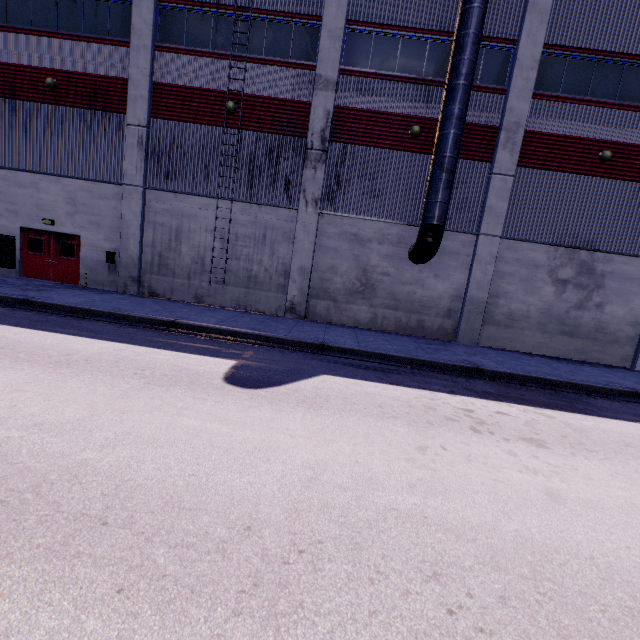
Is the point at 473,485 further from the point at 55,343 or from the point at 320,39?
the point at 320,39

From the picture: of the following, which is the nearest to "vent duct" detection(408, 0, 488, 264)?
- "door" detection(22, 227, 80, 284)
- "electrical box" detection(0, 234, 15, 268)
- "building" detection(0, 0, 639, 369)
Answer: "building" detection(0, 0, 639, 369)

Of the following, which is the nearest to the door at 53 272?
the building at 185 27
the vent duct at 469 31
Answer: the building at 185 27

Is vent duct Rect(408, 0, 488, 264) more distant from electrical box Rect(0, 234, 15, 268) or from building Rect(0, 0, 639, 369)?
electrical box Rect(0, 234, 15, 268)

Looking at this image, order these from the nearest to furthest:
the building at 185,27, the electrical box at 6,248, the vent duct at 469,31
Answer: the vent duct at 469,31, the building at 185,27, the electrical box at 6,248

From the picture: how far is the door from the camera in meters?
15.2

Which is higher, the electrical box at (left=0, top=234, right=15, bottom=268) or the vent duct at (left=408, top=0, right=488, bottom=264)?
the vent duct at (left=408, top=0, right=488, bottom=264)

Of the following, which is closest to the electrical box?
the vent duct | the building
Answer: the building
